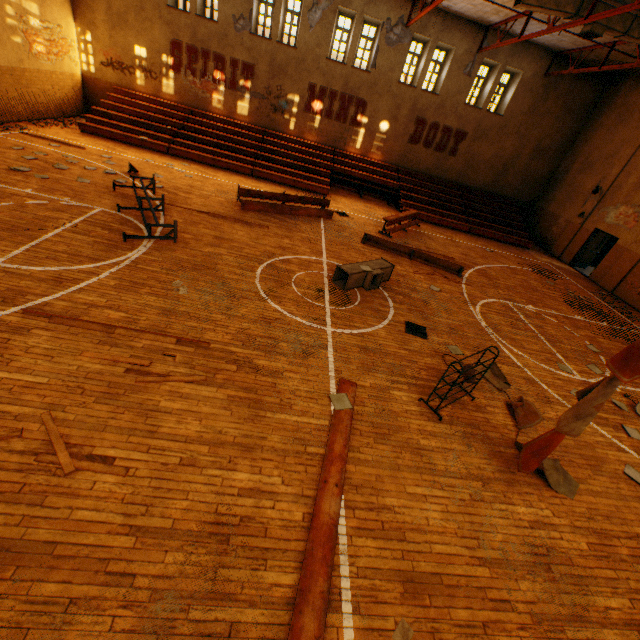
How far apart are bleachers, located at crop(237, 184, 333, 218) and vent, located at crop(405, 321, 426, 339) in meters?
7.2

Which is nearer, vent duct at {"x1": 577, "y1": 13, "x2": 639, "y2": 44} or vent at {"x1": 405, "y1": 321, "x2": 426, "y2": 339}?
vent at {"x1": 405, "y1": 321, "x2": 426, "y2": 339}

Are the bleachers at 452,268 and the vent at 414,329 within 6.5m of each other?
yes

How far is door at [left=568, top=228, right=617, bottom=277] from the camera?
16.89m

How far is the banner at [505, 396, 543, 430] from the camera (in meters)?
6.11

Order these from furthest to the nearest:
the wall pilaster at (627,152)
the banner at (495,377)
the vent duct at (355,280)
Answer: the wall pilaster at (627,152) < the vent duct at (355,280) < the banner at (495,377)

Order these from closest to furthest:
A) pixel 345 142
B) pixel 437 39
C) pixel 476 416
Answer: pixel 476 416 < pixel 437 39 < pixel 345 142
